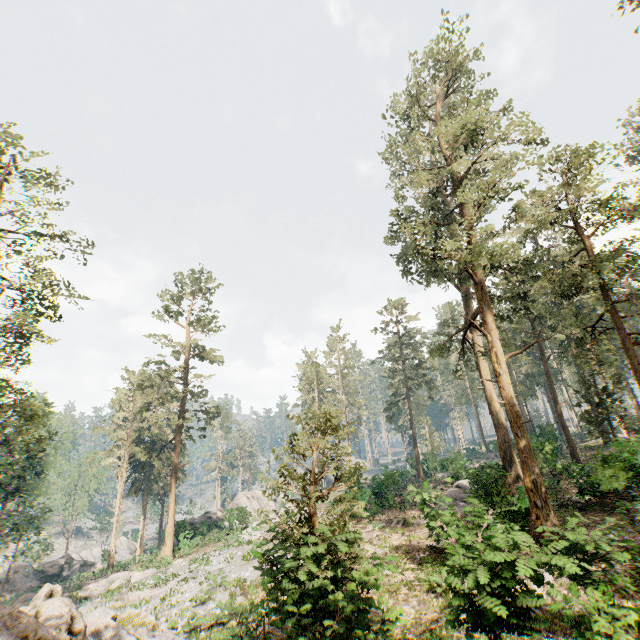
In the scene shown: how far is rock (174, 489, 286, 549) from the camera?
35.8m

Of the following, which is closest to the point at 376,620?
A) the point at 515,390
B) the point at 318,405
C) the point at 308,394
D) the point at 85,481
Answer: the point at 308,394

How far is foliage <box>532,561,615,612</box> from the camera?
5.2m

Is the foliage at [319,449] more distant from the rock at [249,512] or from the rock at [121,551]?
the rock at [249,512]

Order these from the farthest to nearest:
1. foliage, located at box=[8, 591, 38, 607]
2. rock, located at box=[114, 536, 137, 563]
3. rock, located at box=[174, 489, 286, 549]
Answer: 1. rock, located at box=[114, 536, 137, 563]
2. rock, located at box=[174, 489, 286, 549]
3. foliage, located at box=[8, 591, 38, 607]

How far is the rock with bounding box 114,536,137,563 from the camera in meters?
53.2 m

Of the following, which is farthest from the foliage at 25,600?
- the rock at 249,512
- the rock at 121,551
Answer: the rock at 249,512
